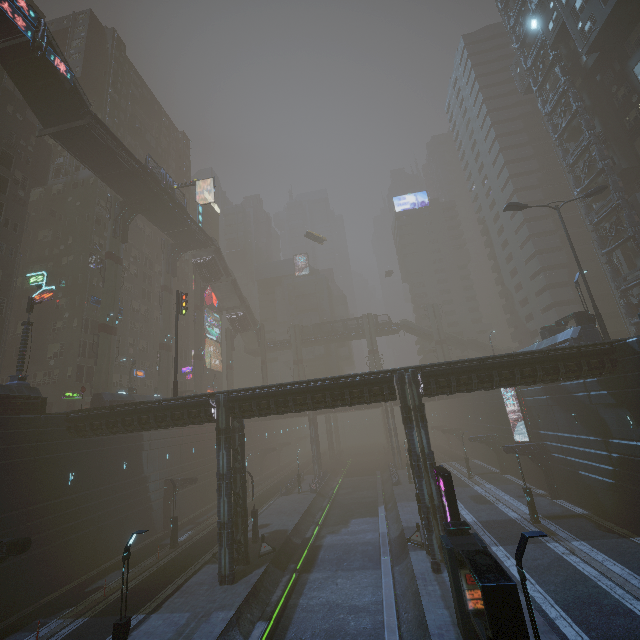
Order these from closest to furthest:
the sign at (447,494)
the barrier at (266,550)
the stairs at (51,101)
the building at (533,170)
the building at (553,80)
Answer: the sign at (447,494) < the barrier at (266,550) < the stairs at (51,101) < the building at (553,80) < the building at (533,170)

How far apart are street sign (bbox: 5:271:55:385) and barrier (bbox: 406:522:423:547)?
30.10m

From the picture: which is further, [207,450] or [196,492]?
[207,450]

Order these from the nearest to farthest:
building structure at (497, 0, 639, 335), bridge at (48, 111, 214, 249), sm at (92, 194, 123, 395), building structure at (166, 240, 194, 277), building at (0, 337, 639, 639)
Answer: building at (0, 337, 639, 639) < bridge at (48, 111, 214, 249) < building structure at (497, 0, 639, 335) < sm at (92, 194, 123, 395) < building structure at (166, 240, 194, 277)

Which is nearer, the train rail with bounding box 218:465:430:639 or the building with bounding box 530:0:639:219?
the train rail with bounding box 218:465:430:639

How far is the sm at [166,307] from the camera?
44.62m

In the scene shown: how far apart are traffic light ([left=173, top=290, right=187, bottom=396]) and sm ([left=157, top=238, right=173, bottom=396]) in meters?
18.0

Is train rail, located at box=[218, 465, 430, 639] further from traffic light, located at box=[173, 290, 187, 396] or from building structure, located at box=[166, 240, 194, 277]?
building structure, located at box=[166, 240, 194, 277]
